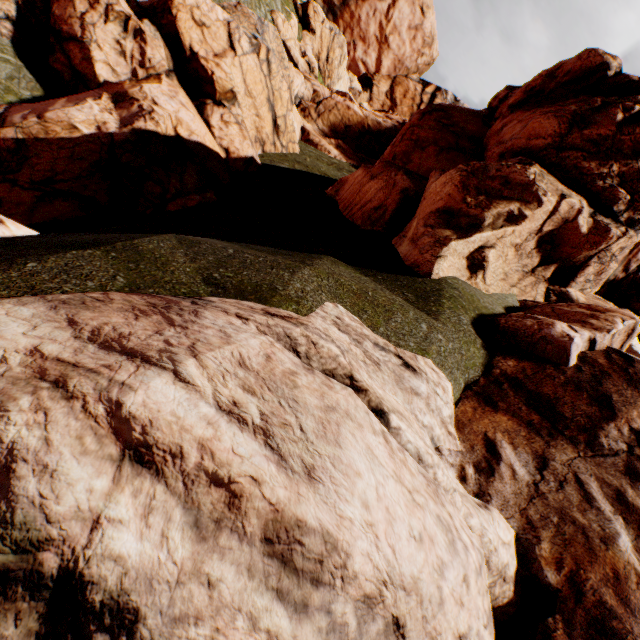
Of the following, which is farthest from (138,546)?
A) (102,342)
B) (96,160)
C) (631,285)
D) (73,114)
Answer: (631,285)
